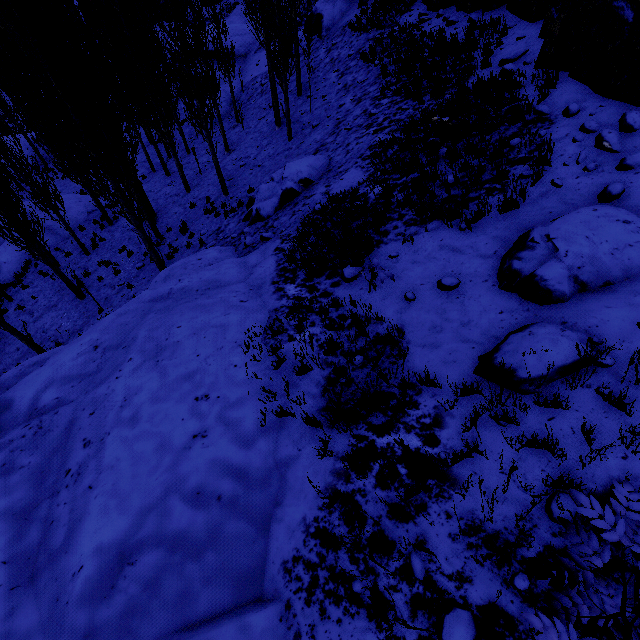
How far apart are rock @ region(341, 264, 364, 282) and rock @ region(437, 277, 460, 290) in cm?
162

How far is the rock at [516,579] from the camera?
2.7m

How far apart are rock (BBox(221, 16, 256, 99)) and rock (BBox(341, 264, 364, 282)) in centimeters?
2938cm

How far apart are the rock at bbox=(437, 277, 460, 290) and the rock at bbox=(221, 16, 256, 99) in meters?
30.9 m

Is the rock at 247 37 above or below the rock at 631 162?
below

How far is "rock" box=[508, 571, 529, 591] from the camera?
2.72m

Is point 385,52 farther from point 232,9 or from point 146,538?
point 232,9

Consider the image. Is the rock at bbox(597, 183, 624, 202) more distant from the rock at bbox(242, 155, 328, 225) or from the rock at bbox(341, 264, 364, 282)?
the rock at bbox(242, 155, 328, 225)
